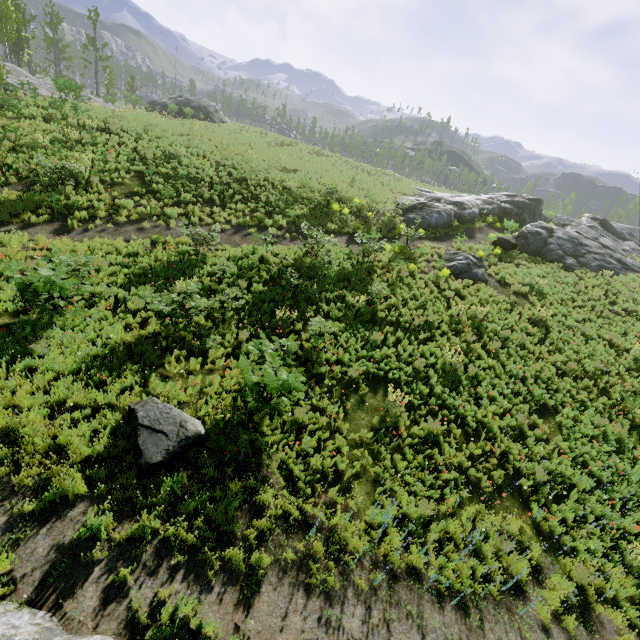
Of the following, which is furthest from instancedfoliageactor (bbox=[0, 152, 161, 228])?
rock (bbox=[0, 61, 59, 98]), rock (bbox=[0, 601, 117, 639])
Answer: rock (bbox=[0, 601, 117, 639])

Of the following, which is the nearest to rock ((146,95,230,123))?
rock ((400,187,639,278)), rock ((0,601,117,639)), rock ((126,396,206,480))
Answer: rock ((400,187,639,278))

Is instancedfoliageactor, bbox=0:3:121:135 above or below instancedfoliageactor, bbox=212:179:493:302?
above

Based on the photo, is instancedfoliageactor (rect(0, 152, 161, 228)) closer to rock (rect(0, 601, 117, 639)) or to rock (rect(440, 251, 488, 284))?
rock (rect(0, 601, 117, 639))

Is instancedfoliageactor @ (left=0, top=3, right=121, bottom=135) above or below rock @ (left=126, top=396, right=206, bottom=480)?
above

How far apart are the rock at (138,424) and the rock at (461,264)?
15.4 meters

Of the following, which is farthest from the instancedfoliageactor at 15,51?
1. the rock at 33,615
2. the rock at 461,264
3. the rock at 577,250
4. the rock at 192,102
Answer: the rock at 577,250

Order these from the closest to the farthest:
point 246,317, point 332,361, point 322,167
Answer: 1. point 332,361
2. point 246,317
3. point 322,167
